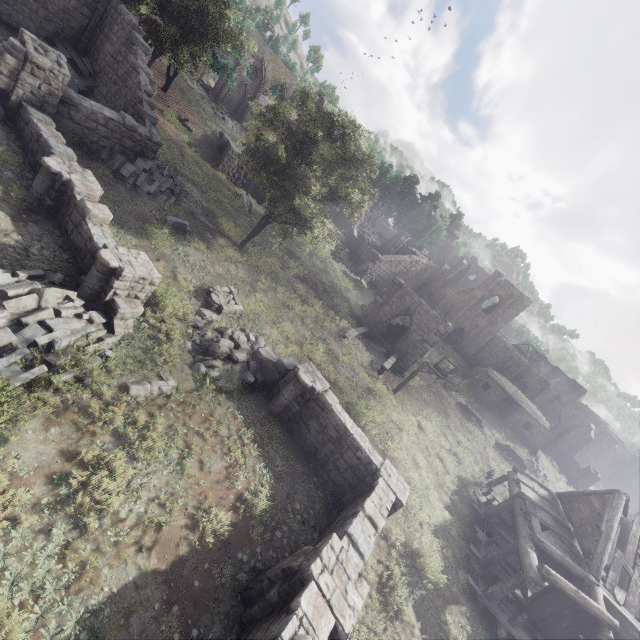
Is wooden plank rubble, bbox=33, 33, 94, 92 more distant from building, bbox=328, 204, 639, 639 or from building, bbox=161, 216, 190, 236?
building, bbox=328, 204, 639, 639

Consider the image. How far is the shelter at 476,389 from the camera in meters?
33.2

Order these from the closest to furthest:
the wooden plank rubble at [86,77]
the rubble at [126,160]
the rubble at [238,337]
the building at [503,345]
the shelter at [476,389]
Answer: the rubble at [238,337]
the building at [503,345]
the rubble at [126,160]
the wooden plank rubble at [86,77]
the shelter at [476,389]

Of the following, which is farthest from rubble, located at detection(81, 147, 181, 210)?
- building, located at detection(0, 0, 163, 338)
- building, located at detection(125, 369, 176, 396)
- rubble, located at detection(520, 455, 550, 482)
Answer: rubble, located at detection(520, 455, 550, 482)

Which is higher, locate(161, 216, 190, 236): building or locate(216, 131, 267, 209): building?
locate(216, 131, 267, 209): building

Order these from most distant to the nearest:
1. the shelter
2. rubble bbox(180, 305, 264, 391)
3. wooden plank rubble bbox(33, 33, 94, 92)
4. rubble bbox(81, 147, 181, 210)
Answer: the shelter < wooden plank rubble bbox(33, 33, 94, 92) < rubble bbox(81, 147, 181, 210) < rubble bbox(180, 305, 264, 391)

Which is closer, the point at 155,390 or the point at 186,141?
the point at 155,390

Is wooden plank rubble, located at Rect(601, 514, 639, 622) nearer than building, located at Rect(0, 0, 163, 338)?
No
